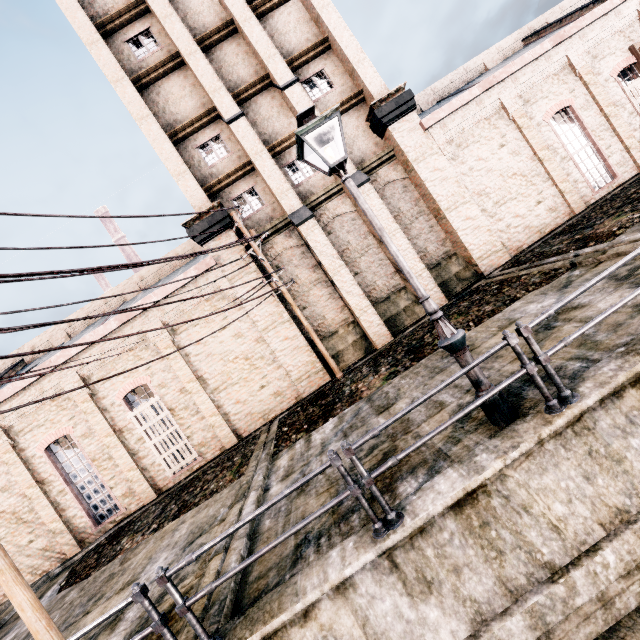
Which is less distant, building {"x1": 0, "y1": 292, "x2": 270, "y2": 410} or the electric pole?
the electric pole

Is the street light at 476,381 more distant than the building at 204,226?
No

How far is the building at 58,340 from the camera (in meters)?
15.05

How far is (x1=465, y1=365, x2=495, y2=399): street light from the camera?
5.1m

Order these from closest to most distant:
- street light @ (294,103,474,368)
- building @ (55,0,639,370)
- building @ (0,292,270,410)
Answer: street light @ (294,103,474,368) → building @ (0,292,270,410) → building @ (55,0,639,370)

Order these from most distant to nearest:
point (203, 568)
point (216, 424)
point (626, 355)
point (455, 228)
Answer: point (455, 228) → point (216, 424) → point (203, 568) → point (626, 355)

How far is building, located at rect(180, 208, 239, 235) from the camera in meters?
15.3

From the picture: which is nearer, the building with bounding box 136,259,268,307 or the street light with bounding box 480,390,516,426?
the street light with bounding box 480,390,516,426
